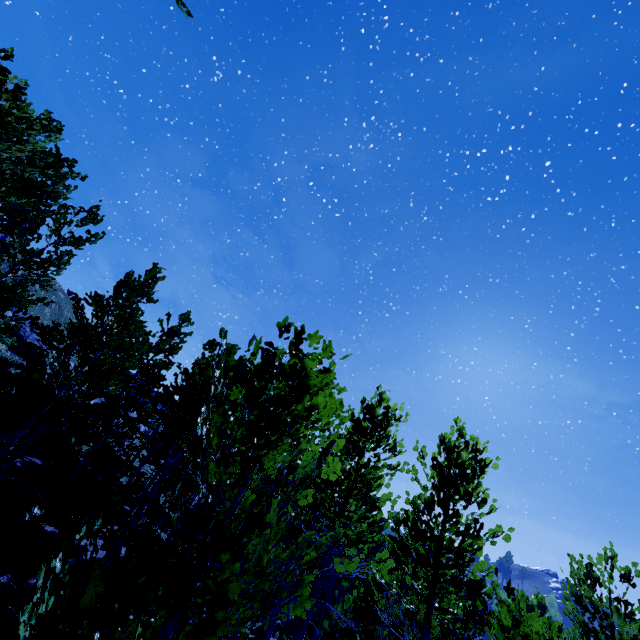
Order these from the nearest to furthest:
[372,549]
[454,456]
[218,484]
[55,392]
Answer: [55,392] < [454,456] < [372,549] < [218,484]
